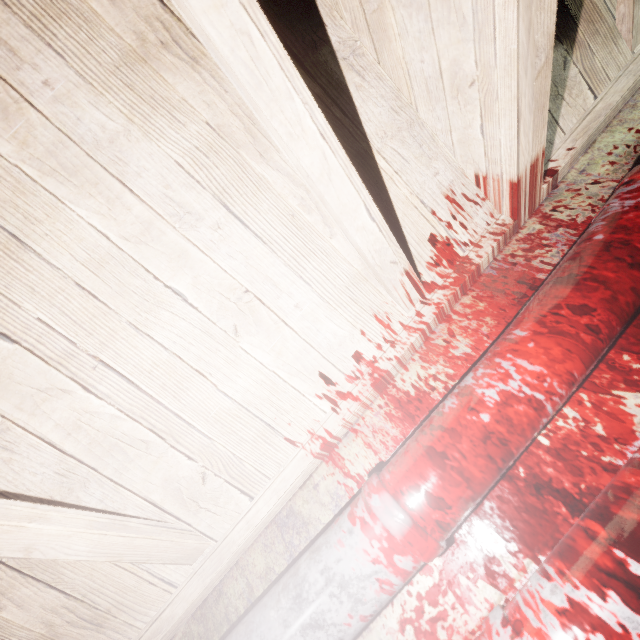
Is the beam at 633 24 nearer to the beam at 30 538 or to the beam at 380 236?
the beam at 380 236

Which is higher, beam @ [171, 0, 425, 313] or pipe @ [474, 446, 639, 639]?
beam @ [171, 0, 425, 313]

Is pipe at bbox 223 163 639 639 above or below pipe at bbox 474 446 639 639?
above

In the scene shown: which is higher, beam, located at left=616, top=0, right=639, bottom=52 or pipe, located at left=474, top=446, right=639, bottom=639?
beam, located at left=616, top=0, right=639, bottom=52

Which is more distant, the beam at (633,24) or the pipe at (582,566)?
the beam at (633,24)

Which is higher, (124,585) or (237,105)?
(237,105)

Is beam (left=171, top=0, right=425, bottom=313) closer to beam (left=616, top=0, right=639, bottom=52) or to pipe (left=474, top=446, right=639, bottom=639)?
beam (left=616, top=0, right=639, bottom=52)

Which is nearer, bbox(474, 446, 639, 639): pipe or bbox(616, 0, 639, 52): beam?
bbox(474, 446, 639, 639): pipe
